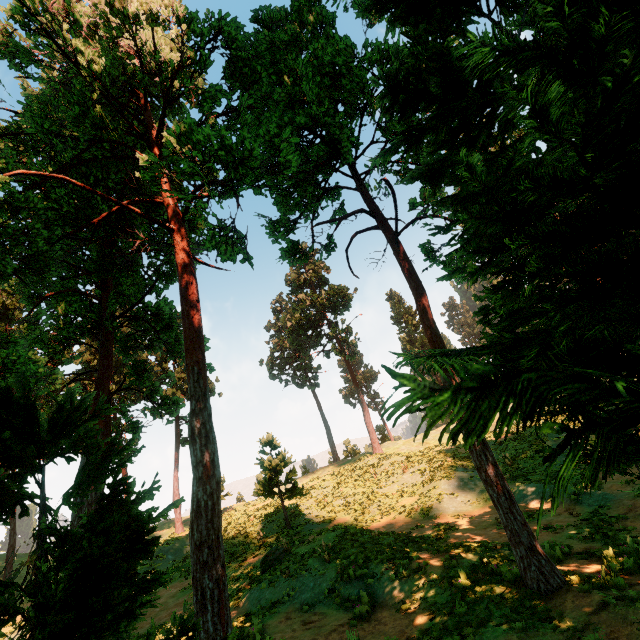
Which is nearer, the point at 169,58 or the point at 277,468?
the point at 169,58

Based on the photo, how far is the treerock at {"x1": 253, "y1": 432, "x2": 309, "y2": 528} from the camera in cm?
2133

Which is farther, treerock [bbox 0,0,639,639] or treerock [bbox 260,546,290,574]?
treerock [bbox 260,546,290,574]

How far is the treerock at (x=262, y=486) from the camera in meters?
21.3

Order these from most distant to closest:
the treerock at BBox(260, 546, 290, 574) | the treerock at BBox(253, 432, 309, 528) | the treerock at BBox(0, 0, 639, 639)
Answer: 1. the treerock at BBox(253, 432, 309, 528)
2. the treerock at BBox(260, 546, 290, 574)
3. the treerock at BBox(0, 0, 639, 639)

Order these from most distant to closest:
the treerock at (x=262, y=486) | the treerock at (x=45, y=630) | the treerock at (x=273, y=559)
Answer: the treerock at (x=262, y=486)
the treerock at (x=273, y=559)
the treerock at (x=45, y=630)
